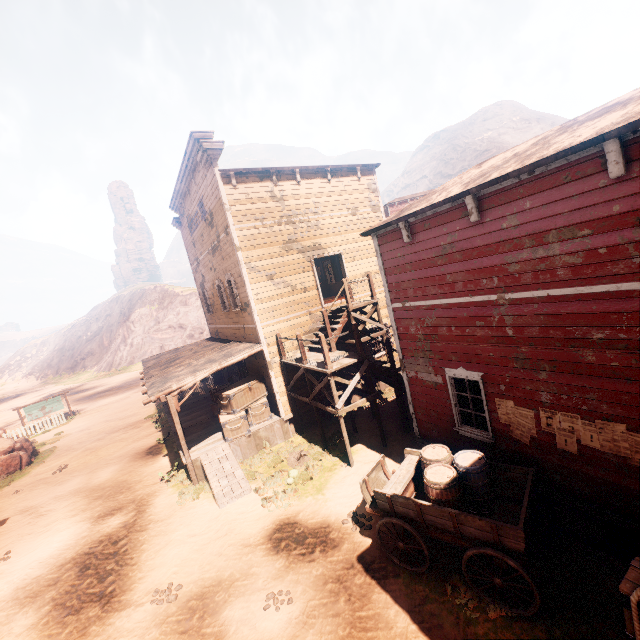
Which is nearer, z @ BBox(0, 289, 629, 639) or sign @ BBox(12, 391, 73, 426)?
z @ BBox(0, 289, 629, 639)

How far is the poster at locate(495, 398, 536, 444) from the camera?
6.4m

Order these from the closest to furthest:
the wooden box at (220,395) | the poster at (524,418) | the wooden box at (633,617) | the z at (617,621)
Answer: the wooden box at (633,617) → the z at (617,621) → the poster at (524,418) → the wooden box at (220,395)

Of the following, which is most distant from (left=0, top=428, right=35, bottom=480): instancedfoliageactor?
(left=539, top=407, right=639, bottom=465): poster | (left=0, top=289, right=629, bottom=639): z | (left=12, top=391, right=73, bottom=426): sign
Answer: (left=539, top=407, right=639, bottom=465): poster

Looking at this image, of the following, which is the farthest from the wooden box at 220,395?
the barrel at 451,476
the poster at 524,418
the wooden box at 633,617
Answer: the wooden box at 633,617

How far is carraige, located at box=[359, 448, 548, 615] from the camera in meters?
5.2

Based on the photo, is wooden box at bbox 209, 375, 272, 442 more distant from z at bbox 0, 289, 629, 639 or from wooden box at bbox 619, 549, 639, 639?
wooden box at bbox 619, 549, 639, 639

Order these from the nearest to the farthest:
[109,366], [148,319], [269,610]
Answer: [269,610]
[109,366]
[148,319]
